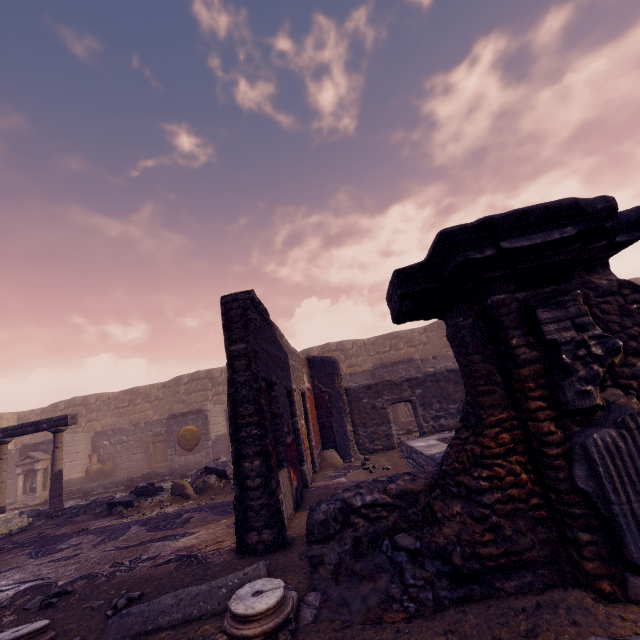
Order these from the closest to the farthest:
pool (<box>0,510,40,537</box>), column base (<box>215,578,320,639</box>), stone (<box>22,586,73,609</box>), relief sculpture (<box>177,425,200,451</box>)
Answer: column base (<box>215,578,320,639</box>)
stone (<box>22,586,73,609</box>)
pool (<box>0,510,40,537</box>)
relief sculpture (<box>177,425,200,451</box>)

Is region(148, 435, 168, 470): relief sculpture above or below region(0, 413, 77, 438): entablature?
below

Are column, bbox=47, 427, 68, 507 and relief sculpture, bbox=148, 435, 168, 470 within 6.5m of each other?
yes

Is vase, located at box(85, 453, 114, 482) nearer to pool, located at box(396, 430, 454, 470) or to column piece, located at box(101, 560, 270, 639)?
pool, located at box(396, 430, 454, 470)

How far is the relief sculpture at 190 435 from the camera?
13.5m

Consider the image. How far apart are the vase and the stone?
14.84m

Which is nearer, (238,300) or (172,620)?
(172,620)

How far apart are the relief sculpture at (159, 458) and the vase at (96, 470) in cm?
230
